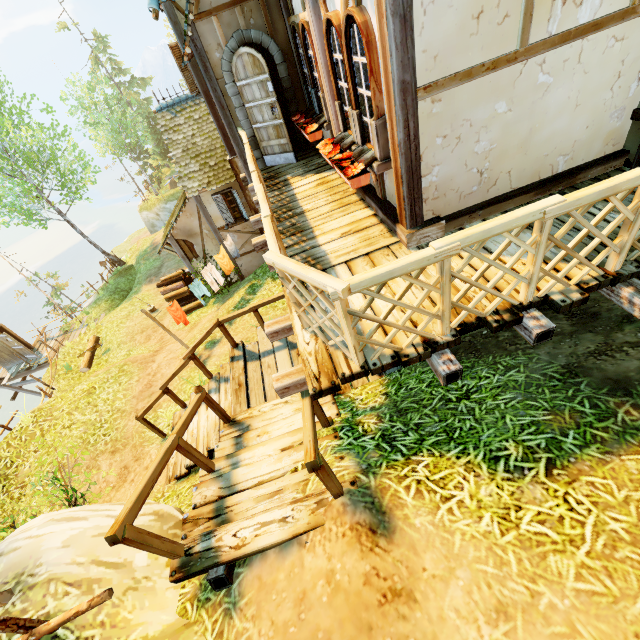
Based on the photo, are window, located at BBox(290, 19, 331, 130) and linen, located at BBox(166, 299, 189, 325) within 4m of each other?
no

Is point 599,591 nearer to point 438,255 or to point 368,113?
point 438,255

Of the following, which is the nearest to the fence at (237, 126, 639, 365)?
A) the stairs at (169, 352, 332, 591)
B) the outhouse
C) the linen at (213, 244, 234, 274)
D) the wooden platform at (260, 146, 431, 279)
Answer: the wooden platform at (260, 146, 431, 279)

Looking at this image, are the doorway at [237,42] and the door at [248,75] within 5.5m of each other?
yes

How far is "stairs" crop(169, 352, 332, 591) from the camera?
2.9 meters

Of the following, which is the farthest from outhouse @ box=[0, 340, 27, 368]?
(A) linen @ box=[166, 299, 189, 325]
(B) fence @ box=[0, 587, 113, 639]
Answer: (B) fence @ box=[0, 587, 113, 639]

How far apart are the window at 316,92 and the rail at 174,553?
5.11m

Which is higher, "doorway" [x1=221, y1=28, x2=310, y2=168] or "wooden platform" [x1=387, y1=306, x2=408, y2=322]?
"doorway" [x1=221, y1=28, x2=310, y2=168]
